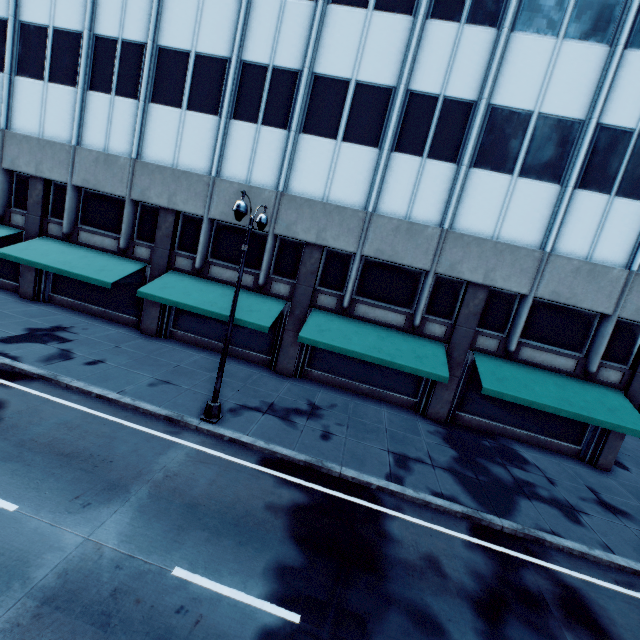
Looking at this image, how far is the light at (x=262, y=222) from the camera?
10.79m

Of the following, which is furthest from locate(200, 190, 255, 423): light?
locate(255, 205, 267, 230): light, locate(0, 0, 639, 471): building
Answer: locate(0, 0, 639, 471): building

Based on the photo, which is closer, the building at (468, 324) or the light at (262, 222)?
the light at (262, 222)

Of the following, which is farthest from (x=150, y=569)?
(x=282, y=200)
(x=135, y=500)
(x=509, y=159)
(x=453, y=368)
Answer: (x=509, y=159)

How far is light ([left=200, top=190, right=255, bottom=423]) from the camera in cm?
906

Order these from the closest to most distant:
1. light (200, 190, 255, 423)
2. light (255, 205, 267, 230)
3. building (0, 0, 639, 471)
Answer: light (200, 190, 255, 423), light (255, 205, 267, 230), building (0, 0, 639, 471)

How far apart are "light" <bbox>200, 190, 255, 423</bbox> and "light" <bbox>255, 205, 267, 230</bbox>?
0.6m
